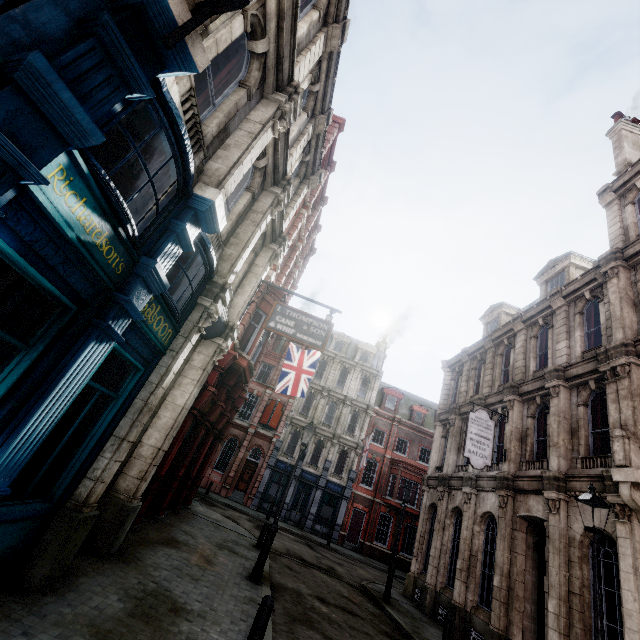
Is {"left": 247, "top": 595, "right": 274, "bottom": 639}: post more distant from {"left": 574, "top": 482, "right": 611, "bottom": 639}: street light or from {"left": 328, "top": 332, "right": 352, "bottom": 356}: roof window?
{"left": 328, "top": 332, "right": 352, "bottom": 356}: roof window

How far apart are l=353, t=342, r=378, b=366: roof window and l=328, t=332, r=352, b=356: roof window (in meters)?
0.64

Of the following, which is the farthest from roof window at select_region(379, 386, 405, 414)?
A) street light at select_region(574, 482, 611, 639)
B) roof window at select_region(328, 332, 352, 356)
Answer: street light at select_region(574, 482, 611, 639)

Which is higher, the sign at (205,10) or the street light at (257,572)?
the sign at (205,10)

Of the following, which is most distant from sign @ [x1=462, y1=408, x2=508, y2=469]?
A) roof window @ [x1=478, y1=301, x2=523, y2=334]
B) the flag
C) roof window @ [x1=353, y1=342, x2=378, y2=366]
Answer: roof window @ [x1=353, y1=342, x2=378, y2=366]

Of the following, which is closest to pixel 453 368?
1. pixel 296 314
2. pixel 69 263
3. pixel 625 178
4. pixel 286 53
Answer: pixel 625 178

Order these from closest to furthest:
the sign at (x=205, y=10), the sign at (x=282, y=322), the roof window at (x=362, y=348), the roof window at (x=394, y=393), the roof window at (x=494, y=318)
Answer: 1. the sign at (x=205, y=10)
2. the sign at (x=282, y=322)
3. the roof window at (x=494, y=318)
4. the roof window at (x=394, y=393)
5. the roof window at (x=362, y=348)

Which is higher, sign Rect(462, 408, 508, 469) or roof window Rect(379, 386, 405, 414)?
roof window Rect(379, 386, 405, 414)
